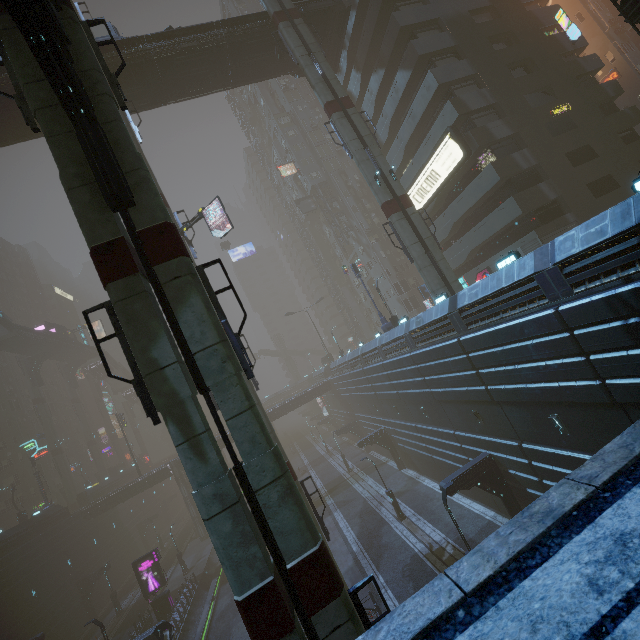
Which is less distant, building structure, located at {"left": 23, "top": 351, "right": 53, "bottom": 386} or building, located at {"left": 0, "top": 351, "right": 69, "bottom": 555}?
building, located at {"left": 0, "top": 351, "right": 69, "bottom": 555}

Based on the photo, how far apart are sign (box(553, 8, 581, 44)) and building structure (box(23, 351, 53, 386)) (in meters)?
79.23

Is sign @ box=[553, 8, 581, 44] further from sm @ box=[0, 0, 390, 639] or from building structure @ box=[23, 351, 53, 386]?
building structure @ box=[23, 351, 53, 386]

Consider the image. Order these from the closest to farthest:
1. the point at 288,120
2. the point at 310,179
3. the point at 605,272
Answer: the point at 605,272 → the point at 310,179 → the point at 288,120

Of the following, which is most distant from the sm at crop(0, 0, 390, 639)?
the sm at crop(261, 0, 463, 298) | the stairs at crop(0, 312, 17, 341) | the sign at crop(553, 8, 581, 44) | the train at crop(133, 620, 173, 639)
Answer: the sign at crop(553, 8, 581, 44)

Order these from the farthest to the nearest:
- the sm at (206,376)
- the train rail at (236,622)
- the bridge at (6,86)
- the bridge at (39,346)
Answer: the bridge at (39,346) → the train rail at (236,622) → the bridge at (6,86) → the sm at (206,376)

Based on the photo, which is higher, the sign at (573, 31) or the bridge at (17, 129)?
the bridge at (17, 129)

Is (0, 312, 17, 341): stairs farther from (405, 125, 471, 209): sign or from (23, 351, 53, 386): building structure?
(405, 125, 471, 209): sign
